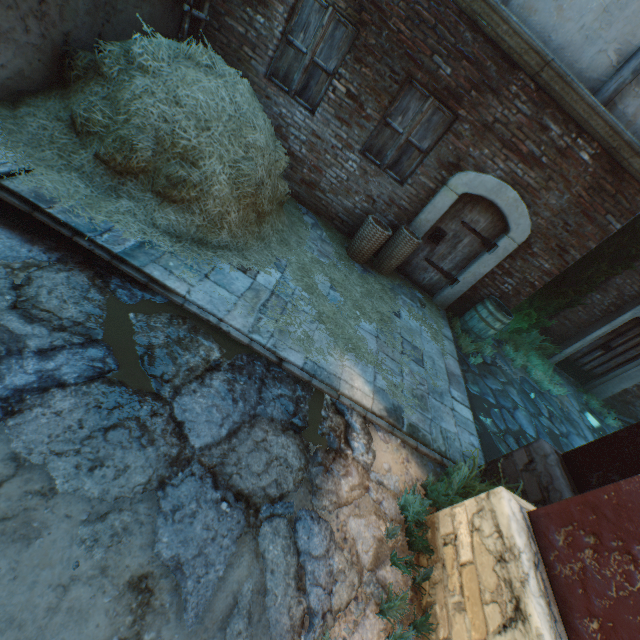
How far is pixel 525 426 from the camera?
5.7 meters

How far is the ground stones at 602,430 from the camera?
5.00m

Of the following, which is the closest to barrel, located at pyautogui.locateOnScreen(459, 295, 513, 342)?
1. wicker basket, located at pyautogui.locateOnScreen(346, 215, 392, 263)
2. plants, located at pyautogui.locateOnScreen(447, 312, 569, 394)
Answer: plants, located at pyautogui.locateOnScreen(447, 312, 569, 394)

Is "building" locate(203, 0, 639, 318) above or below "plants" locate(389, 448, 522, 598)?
above

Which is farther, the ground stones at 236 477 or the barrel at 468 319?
the barrel at 468 319

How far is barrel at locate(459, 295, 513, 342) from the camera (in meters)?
6.30

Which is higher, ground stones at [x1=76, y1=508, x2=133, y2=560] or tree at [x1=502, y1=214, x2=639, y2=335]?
tree at [x1=502, y1=214, x2=639, y2=335]

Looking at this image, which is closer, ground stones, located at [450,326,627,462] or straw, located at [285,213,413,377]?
straw, located at [285,213,413,377]
